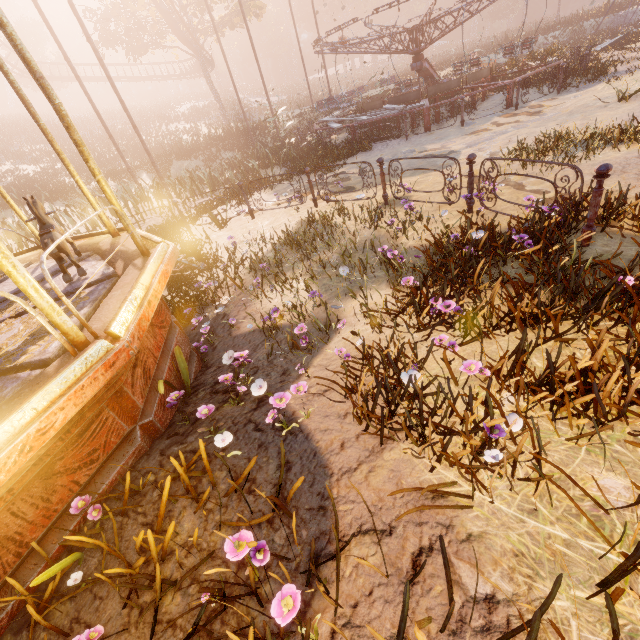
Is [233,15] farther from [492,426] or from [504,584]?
[504,584]

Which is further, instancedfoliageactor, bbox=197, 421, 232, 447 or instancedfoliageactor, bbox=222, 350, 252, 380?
instancedfoliageactor, bbox=222, 350, 252, 380

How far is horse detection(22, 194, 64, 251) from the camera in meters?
3.8

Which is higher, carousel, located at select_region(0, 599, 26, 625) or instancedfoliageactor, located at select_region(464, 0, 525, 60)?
instancedfoliageactor, located at select_region(464, 0, 525, 60)

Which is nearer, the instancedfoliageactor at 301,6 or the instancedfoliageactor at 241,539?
the instancedfoliageactor at 241,539

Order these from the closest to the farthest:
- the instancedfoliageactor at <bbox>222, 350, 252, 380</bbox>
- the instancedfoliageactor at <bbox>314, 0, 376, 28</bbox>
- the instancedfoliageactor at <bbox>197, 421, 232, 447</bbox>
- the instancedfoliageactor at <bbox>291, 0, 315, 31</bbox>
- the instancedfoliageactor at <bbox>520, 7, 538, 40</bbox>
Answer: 1. the instancedfoliageactor at <bbox>197, 421, 232, 447</bbox>
2. the instancedfoliageactor at <bbox>222, 350, 252, 380</bbox>
3. the instancedfoliageactor at <bbox>520, 7, 538, 40</bbox>
4. the instancedfoliageactor at <bbox>314, 0, 376, 28</bbox>
5. the instancedfoliageactor at <bbox>291, 0, 315, 31</bbox>

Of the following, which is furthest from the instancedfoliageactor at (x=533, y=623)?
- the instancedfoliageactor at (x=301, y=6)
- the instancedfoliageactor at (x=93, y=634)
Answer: the instancedfoliageactor at (x=301, y=6)

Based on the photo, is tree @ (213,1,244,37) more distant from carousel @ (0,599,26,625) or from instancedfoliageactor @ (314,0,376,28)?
carousel @ (0,599,26,625)
